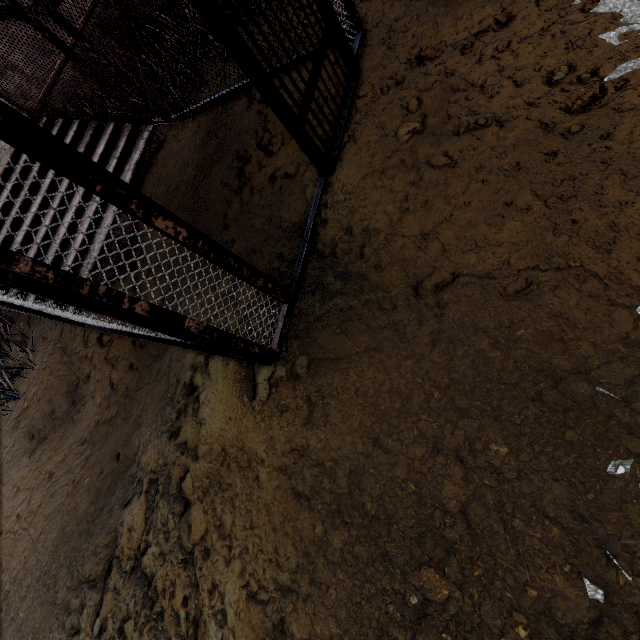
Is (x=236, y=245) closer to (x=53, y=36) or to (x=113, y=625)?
(x=113, y=625)
